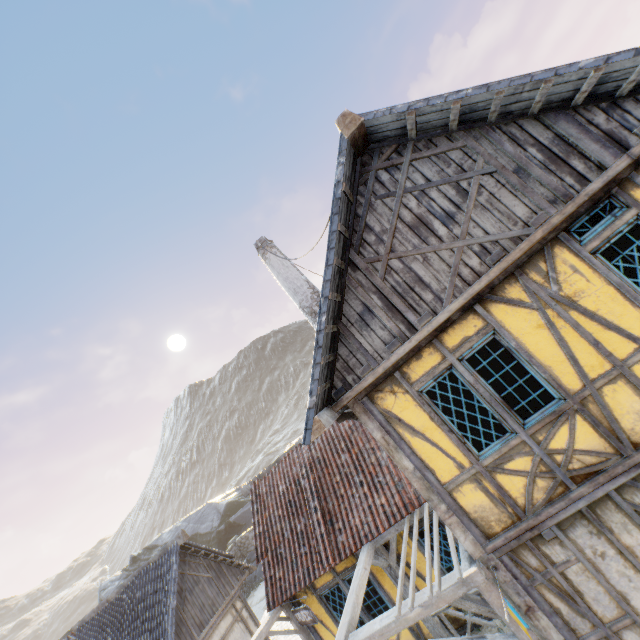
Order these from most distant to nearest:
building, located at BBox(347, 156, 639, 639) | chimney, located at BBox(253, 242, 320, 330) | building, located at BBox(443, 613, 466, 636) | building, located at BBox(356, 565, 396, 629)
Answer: chimney, located at BBox(253, 242, 320, 330), building, located at BBox(356, 565, 396, 629), building, located at BBox(443, 613, 466, 636), building, located at BBox(347, 156, 639, 639)

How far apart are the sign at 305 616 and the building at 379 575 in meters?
0.3 m

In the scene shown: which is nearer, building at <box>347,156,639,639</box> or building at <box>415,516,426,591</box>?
building at <box>347,156,639,639</box>

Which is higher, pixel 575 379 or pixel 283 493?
pixel 283 493

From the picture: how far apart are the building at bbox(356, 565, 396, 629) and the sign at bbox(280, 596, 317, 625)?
0.30m

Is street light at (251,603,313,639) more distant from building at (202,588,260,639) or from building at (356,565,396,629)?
building at (202,588,260,639)

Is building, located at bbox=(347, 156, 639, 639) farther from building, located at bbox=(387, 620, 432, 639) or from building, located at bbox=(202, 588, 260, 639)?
building, located at bbox=(202, 588, 260, 639)

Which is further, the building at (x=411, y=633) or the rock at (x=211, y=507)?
the rock at (x=211, y=507)
